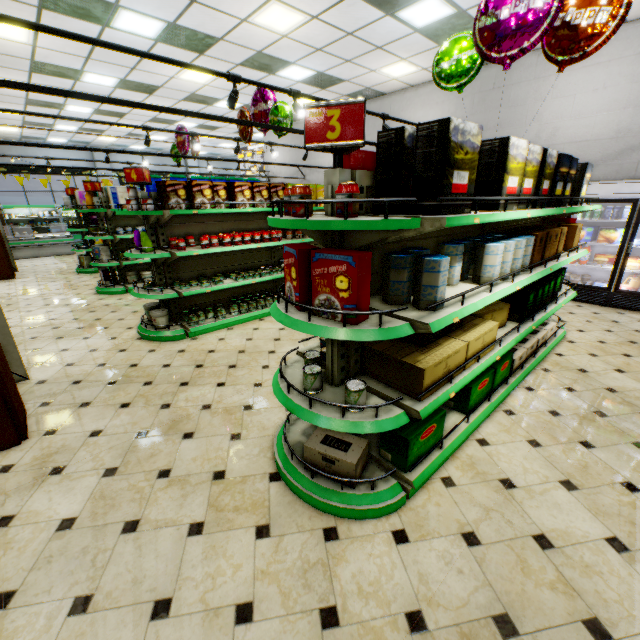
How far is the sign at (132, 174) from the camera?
4.5m

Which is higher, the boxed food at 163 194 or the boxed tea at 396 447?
the boxed food at 163 194

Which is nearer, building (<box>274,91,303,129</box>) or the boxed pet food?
the boxed pet food

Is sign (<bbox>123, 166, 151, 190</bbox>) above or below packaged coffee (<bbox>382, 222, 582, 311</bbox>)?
above

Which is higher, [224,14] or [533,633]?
[224,14]

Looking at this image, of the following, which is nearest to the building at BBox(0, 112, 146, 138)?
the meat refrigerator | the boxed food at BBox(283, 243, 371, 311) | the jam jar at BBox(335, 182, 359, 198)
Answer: the meat refrigerator

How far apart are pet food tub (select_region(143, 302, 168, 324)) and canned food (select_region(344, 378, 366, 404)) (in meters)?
3.93

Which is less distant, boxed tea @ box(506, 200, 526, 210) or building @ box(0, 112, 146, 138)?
boxed tea @ box(506, 200, 526, 210)
